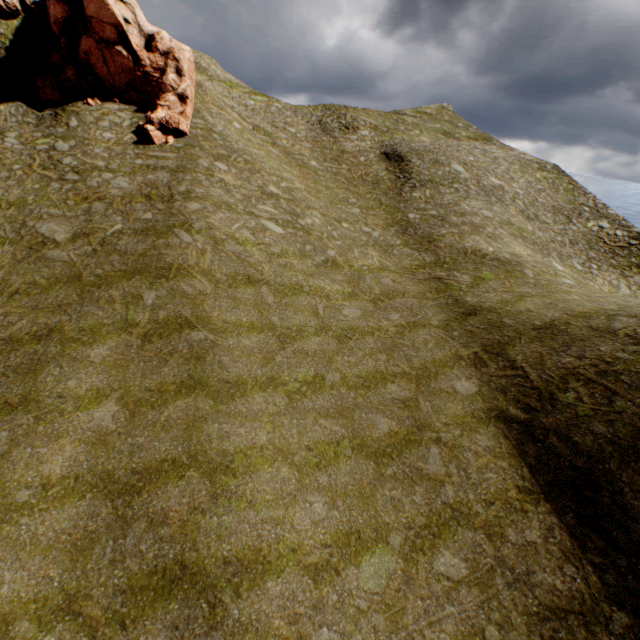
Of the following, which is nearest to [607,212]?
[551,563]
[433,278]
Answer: [433,278]
